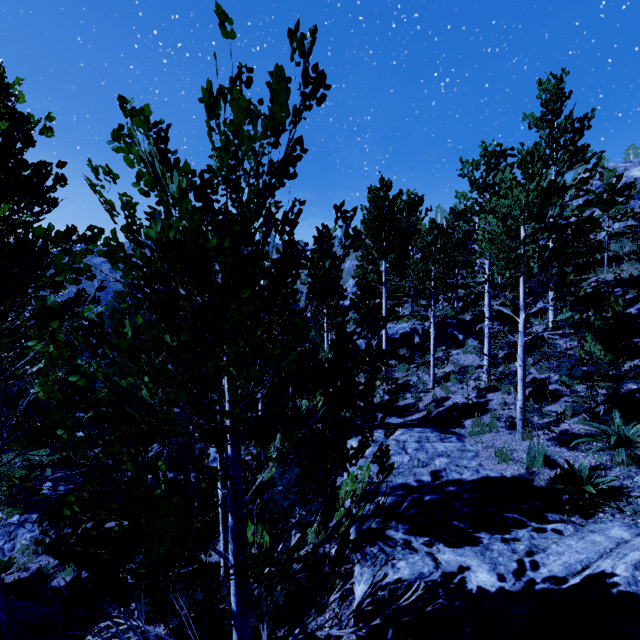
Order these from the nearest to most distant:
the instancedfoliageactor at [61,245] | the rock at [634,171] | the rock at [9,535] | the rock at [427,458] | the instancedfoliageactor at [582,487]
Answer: the instancedfoliageactor at [61,245] → the rock at [427,458] → the instancedfoliageactor at [582,487] → the rock at [9,535] → the rock at [634,171]

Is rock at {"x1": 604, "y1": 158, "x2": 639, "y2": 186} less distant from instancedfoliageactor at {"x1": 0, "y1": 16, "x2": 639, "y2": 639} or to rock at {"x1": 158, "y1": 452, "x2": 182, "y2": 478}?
instancedfoliageactor at {"x1": 0, "y1": 16, "x2": 639, "y2": 639}

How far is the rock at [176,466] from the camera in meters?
17.0

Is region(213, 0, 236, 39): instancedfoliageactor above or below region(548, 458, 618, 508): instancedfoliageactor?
above

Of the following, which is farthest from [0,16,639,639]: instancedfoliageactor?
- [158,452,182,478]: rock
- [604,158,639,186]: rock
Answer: [604,158,639,186]: rock

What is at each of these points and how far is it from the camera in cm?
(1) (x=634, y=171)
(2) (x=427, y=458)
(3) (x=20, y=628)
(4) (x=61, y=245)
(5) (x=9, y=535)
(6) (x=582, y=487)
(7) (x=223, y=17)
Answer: (1) rock, 2734
(2) rock, 838
(3) rock, 677
(4) instancedfoliageactor, 436
(5) rock, 1226
(6) instancedfoliageactor, 553
(7) instancedfoliageactor, 157

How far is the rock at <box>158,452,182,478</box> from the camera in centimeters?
1703cm
